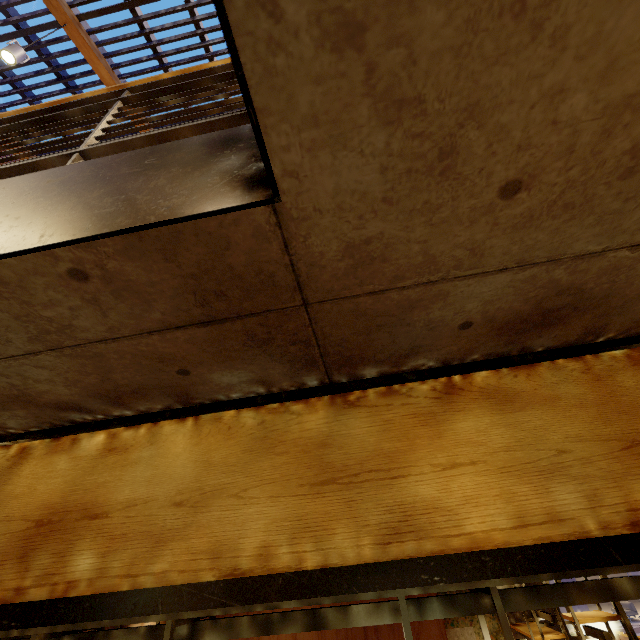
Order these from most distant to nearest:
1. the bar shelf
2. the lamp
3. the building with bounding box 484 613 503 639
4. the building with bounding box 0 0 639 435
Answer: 1. the building with bounding box 484 613 503 639
2. the lamp
3. the bar shelf
4. the building with bounding box 0 0 639 435

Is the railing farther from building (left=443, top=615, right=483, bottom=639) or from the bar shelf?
the bar shelf

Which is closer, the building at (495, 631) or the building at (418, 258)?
the building at (418, 258)

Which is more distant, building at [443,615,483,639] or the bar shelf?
building at [443,615,483,639]

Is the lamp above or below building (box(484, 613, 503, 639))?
above

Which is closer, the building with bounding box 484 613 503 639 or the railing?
the railing

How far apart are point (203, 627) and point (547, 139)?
2.55m

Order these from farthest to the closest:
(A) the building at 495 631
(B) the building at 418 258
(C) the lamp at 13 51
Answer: (A) the building at 495 631, (C) the lamp at 13 51, (B) the building at 418 258
